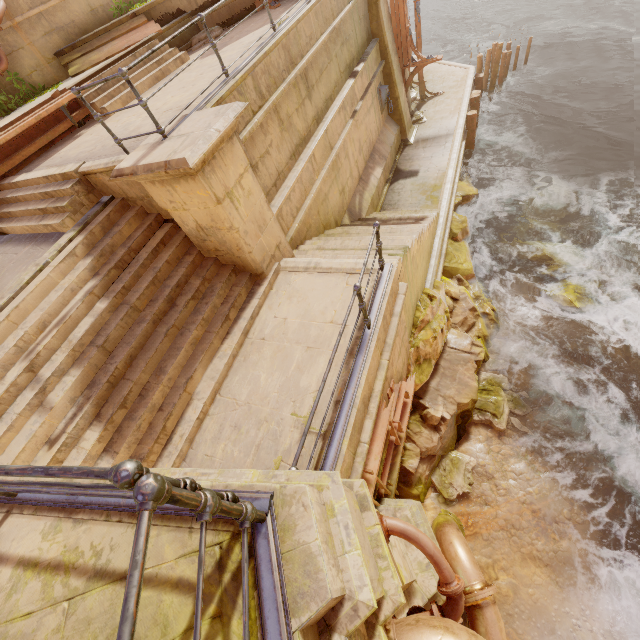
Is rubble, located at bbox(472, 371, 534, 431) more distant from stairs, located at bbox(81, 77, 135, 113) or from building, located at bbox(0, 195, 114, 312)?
stairs, located at bbox(81, 77, 135, 113)

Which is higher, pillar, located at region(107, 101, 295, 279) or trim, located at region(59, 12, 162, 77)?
trim, located at region(59, 12, 162, 77)

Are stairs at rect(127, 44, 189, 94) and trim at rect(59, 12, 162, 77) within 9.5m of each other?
yes

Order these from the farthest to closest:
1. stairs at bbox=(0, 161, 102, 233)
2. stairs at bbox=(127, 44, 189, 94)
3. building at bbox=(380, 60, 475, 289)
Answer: building at bbox=(380, 60, 475, 289) → stairs at bbox=(127, 44, 189, 94) → stairs at bbox=(0, 161, 102, 233)

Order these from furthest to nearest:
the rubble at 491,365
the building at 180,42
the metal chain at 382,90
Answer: the metal chain at 382,90 → the building at 180,42 → the rubble at 491,365

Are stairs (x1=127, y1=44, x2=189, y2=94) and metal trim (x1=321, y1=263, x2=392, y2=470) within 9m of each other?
yes

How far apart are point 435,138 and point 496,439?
12.0m

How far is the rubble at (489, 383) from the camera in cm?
782
